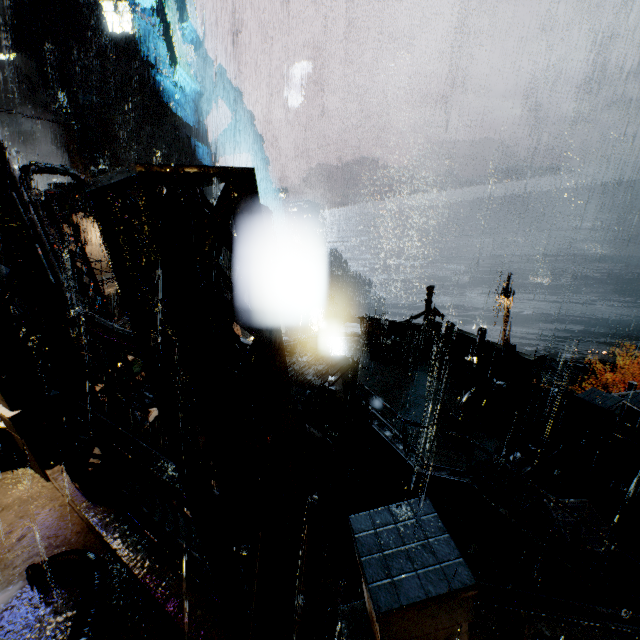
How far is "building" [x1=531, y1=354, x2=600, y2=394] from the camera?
25.30m

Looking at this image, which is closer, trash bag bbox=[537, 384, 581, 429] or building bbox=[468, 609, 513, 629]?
building bbox=[468, 609, 513, 629]

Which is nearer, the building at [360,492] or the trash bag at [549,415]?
the trash bag at [549,415]

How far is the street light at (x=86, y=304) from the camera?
10.23m

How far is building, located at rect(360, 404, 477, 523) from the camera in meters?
9.5

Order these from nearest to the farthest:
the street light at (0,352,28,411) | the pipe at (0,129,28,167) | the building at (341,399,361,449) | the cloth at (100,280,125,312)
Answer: the street light at (0,352,28,411)
the building at (341,399,361,449)
the cloth at (100,280,125,312)
the pipe at (0,129,28,167)

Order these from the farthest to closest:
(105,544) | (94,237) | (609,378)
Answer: (609,378) → (94,237) → (105,544)

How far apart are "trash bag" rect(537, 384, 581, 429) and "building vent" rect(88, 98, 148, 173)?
57.4m
